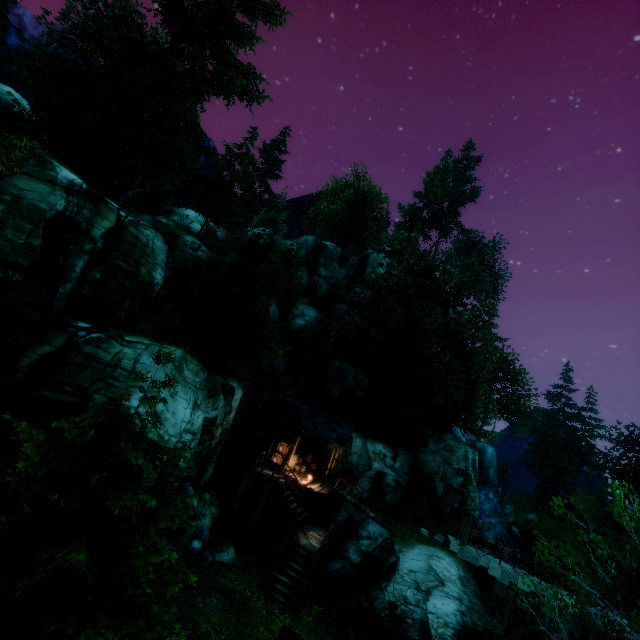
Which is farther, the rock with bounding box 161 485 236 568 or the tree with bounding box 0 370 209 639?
the rock with bounding box 161 485 236 568

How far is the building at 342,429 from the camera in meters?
22.0

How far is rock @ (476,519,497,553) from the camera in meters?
27.5 m

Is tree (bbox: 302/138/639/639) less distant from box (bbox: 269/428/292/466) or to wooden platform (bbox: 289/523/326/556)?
wooden platform (bbox: 289/523/326/556)

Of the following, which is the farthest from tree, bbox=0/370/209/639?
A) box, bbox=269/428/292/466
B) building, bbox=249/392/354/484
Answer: box, bbox=269/428/292/466

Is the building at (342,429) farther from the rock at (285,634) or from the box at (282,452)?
the rock at (285,634)

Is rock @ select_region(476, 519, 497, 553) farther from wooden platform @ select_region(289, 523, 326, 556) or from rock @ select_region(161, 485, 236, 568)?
rock @ select_region(161, 485, 236, 568)

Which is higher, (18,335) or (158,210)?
(158,210)
